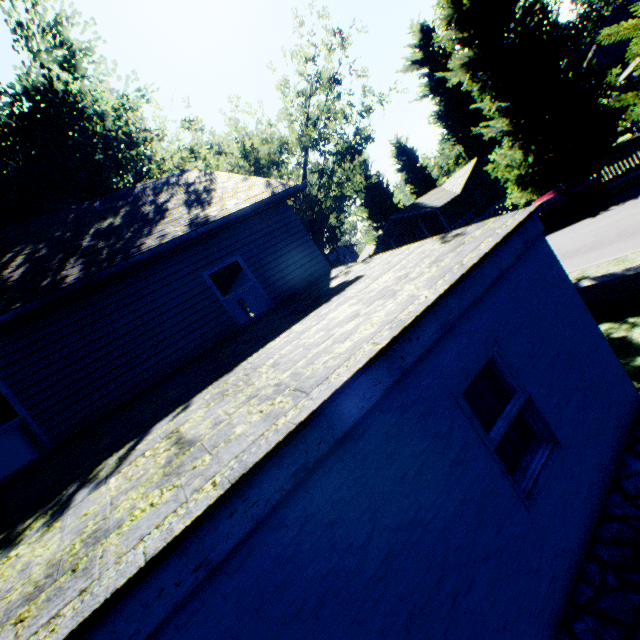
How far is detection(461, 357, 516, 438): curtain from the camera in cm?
381

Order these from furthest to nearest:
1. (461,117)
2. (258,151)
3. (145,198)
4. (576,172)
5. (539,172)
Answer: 1. (461,117)
2. (258,151)
3. (539,172)
4. (576,172)
5. (145,198)

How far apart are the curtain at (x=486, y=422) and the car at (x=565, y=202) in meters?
16.3

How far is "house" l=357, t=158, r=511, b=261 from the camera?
34.91m

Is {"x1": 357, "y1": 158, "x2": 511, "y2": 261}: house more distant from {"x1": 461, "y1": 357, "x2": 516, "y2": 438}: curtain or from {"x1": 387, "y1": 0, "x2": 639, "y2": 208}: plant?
{"x1": 461, "y1": 357, "x2": 516, "y2": 438}: curtain

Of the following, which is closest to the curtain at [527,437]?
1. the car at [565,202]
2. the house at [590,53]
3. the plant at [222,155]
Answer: the plant at [222,155]

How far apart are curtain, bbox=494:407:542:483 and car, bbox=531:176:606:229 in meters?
16.3 m
